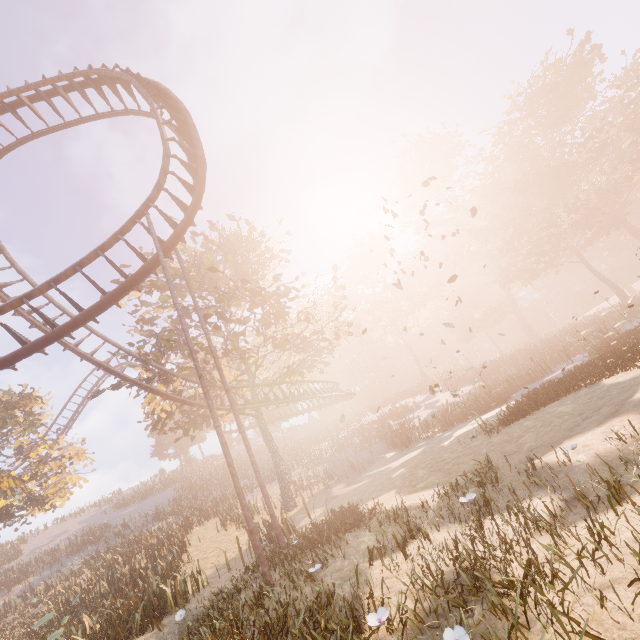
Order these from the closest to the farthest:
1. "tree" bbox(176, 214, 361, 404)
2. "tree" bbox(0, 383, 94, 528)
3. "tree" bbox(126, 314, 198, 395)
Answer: "tree" bbox(126, 314, 198, 395) → "tree" bbox(176, 214, 361, 404) → "tree" bbox(0, 383, 94, 528)

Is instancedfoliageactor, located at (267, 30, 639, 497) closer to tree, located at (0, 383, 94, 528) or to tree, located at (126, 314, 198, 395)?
tree, located at (126, 314, 198, 395)

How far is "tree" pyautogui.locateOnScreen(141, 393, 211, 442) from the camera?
19.1 meters

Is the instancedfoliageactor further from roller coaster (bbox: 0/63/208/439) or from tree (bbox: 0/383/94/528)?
tree (bbox: 0/383/94/528)

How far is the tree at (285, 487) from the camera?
18.8 meters

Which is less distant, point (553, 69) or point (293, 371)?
point (293, 371)

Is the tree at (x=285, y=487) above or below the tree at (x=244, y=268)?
below

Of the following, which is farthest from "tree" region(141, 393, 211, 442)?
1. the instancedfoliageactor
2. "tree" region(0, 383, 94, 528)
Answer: the instancedfoliageactor
